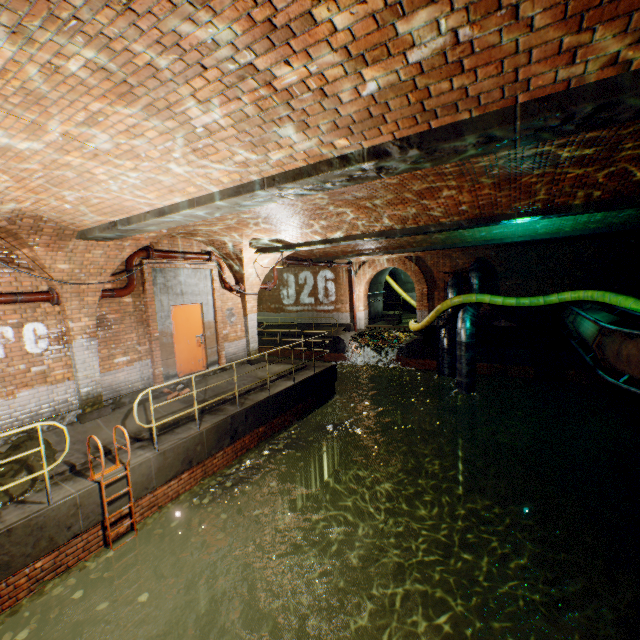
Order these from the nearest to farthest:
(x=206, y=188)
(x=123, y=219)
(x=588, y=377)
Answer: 1. (x=206, y=188)
2. (x=123, y=219)
3. (x=588, y=377)

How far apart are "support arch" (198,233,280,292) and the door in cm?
164

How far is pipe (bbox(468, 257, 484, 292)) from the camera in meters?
15.0 m

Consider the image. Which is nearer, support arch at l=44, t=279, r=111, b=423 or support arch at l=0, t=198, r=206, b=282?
support arch at l=0, t=198, r=206, b=282

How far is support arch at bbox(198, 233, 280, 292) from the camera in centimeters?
962cm

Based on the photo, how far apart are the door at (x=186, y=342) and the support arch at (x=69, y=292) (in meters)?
1.82

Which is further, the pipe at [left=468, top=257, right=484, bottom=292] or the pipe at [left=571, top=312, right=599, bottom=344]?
the pipe at [left=468, top=257, right=484, bottom=292]

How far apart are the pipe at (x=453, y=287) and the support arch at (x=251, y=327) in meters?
6.7
